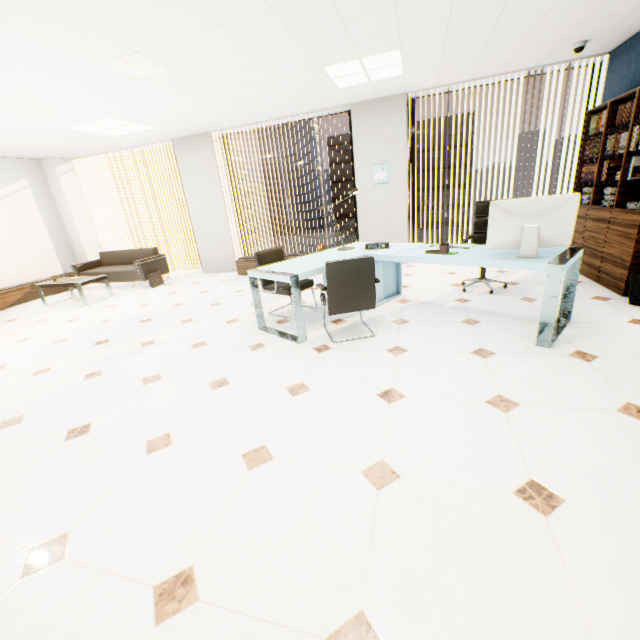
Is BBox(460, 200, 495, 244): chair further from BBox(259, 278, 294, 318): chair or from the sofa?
the sofa

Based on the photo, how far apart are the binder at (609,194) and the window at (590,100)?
2.3m

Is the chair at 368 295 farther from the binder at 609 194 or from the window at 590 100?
the window at 590 100

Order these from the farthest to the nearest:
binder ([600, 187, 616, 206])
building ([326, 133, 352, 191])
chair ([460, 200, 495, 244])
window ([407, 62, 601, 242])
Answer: building ([326, 133, 352, 191]), window ([407, 62, 601, 242]), chair ([460, 200, 495, 244]), binder ([600, 187, 616, 206])

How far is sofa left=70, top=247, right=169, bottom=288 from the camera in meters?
7.0

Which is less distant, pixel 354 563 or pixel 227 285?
pixel 354 563

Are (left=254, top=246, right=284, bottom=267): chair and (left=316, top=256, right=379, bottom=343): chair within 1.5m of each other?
yes

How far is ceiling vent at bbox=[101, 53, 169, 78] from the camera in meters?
3.3 m
